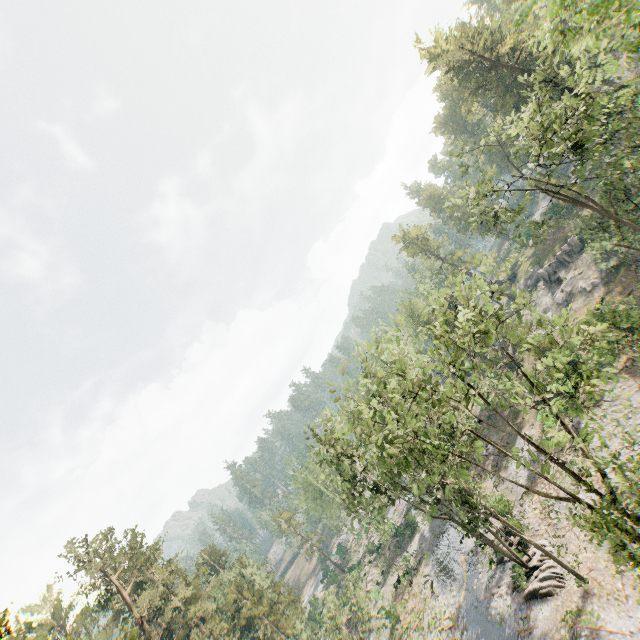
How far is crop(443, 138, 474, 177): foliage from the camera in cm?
2723

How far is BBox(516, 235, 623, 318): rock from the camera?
38.3m

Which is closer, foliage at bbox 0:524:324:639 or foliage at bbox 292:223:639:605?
foliage at bbox 292:223:639:605

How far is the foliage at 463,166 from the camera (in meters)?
27.23

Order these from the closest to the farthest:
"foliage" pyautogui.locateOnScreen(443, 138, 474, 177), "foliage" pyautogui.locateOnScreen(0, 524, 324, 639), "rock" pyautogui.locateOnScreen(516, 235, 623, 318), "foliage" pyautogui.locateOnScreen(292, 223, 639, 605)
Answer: "foliage" pyautogui.locateOnScreen(292, 223, 639, 605) < "foliage" pyautogui.locateOnScreen(443, 138, 474, 177) < "foliage" pyautogui.locateOnScreen(0, 524, 324, 639) < "rock" pyautogui.locateOnScreen(516, 235, 623, 318)

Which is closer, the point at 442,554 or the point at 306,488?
the point at 442,554

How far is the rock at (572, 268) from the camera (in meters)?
38.31
